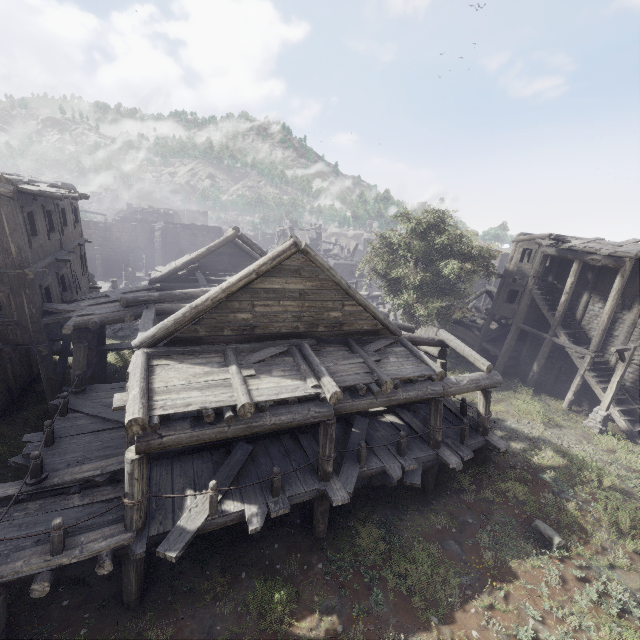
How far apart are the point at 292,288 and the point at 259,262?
1.3m

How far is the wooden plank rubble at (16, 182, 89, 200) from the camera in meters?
10.5 m

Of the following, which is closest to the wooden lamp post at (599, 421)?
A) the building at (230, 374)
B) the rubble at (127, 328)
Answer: the building at (230, 374)

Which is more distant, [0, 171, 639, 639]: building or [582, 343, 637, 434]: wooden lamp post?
[582, 343, 637, 434]: wooden lamp post

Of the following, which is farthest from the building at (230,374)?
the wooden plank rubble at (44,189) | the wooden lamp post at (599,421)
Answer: the wooden plank rubble at (44,189)

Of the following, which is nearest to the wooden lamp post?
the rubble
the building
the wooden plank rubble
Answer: the building

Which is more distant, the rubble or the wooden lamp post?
the rubble

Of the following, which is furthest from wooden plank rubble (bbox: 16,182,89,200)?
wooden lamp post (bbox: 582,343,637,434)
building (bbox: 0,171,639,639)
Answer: wooden lamp post (bbox: 582,343,637,434)
